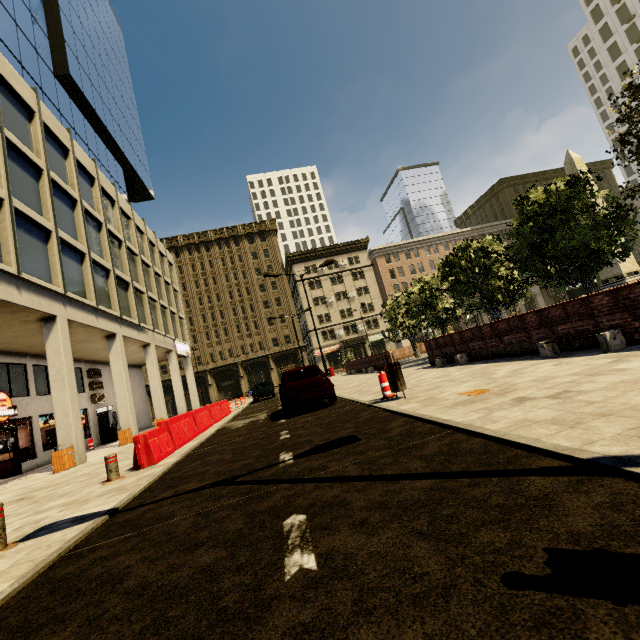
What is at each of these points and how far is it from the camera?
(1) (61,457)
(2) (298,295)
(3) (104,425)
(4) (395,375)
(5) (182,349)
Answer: (1) trash bin, 12.2m
(2) building, 58.2m
(3) atm, 22.1m
(4) trash bin, 7.7m
(5) sign, 29.6m

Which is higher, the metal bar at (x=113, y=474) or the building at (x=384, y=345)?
the building at (x=384, y=345)

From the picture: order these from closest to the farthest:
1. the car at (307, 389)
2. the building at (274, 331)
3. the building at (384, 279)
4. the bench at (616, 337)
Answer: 1. the bench at (616, 337)
2. the car at (307, 389)
3. the building at (274, 331)
4. the building at (384, 279)

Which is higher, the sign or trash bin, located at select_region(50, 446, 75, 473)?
the sign

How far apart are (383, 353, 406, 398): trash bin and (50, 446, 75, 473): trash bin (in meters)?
12.23

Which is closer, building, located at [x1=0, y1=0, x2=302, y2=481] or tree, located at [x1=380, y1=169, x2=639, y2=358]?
tree, located at [x1=380, y1=169, x2=639, y2=358]

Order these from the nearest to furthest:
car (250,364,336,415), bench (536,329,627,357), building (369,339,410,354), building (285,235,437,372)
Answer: bench (536,329,627,357) < car (250,364,336,415) < building (285,235,437,372) < building (369,339,410,354)

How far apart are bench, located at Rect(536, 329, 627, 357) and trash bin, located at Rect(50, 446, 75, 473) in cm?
1600
